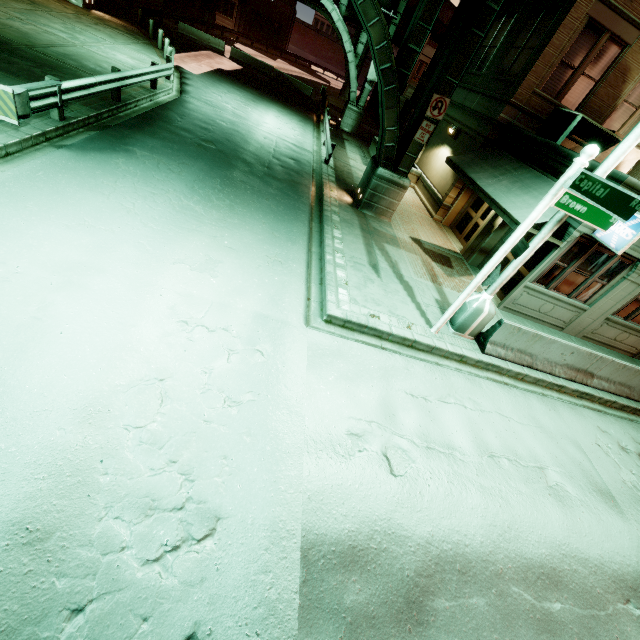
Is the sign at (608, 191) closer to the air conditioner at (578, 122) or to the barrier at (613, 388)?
the barrier at (613, 388)

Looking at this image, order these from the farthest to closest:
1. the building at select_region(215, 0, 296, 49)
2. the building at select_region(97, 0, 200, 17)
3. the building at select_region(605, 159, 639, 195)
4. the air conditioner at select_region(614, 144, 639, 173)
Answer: the building at select_region(215, 0, 296, 49), the building at select_region(97, 0, 200, 17), the air conditioner at select_region(614, 144, 639, 173), the building at select_region(605, 159, 639, 195)

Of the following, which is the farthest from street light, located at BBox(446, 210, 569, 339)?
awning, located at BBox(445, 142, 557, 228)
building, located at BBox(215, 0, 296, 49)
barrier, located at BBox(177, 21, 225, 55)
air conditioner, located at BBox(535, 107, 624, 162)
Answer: building, located at BBox(215, 0, 296, 49)

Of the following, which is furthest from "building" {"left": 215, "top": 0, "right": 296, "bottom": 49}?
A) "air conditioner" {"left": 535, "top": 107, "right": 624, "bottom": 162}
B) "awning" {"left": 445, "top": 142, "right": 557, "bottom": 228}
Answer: "air conditioner" {"left": 535, "top": 107, "right": 624, "bottom": 162}

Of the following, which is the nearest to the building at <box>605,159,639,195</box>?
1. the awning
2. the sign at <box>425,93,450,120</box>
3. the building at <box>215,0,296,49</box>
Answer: the awning

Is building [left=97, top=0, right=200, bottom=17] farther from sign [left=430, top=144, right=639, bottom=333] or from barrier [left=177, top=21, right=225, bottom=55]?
sign [left=430, top=144, right=639, bottom=333]

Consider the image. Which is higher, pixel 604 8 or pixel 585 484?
pixel 604 8

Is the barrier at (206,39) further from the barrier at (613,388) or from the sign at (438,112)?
the barrier at (613,388)
